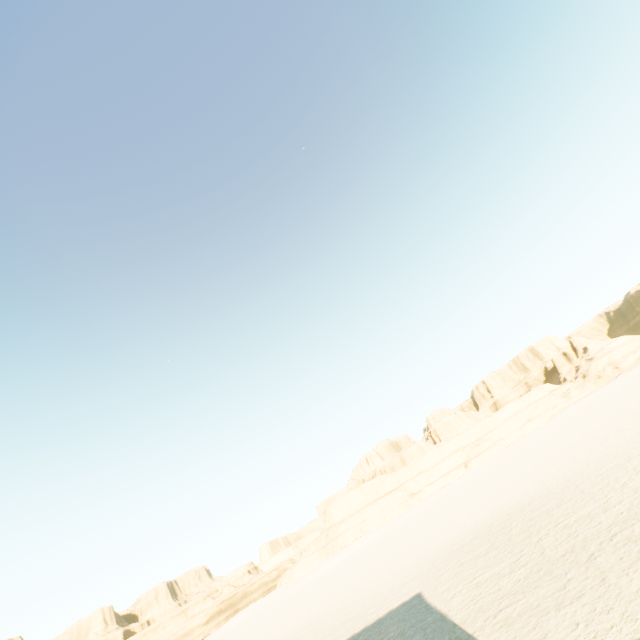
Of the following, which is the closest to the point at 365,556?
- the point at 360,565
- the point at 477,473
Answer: Answer: the point at 360,565
